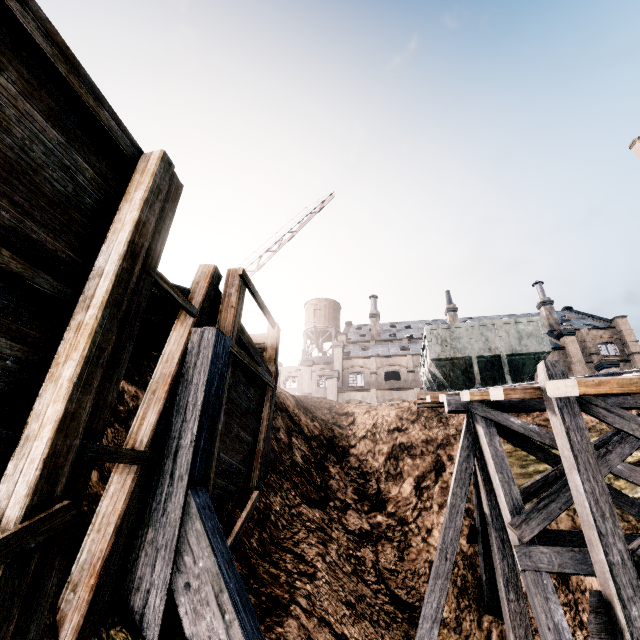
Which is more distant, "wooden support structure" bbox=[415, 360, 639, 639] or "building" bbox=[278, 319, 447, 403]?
"building" bbox=[278, 319, 447, 403]

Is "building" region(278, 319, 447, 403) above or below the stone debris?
above

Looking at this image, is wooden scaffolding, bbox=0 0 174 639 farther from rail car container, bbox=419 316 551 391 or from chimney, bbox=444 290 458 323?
chimney, bbox=444 290 458 323

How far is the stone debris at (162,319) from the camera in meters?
6.2

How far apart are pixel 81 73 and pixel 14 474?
4.9 meters

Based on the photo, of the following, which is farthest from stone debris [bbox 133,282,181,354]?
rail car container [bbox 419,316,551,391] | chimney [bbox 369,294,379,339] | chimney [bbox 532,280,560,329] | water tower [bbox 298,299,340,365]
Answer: chimney [bbox 532,280,560,329]

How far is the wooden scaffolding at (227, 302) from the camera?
6.0 meters

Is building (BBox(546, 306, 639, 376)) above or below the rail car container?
above
